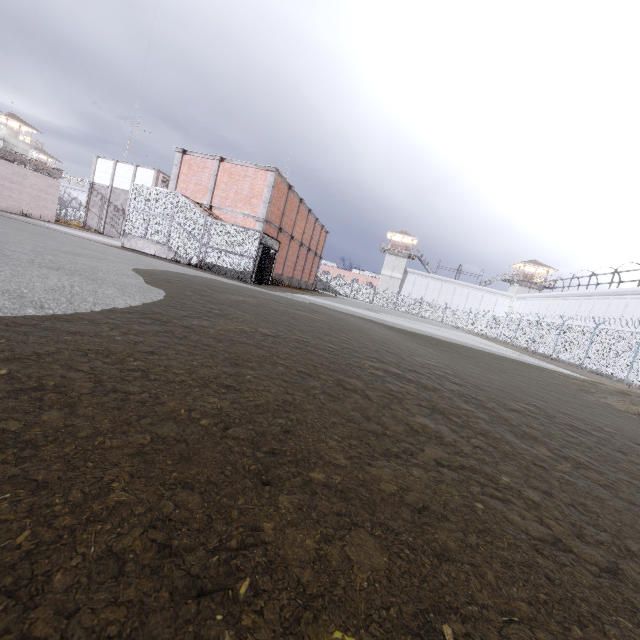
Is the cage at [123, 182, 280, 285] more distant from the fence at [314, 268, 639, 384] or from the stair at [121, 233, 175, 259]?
the fence at [314, 268, 639, 384]

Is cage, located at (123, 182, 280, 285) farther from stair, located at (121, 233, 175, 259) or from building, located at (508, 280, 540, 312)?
building, located at (508, 280, 540, 312)

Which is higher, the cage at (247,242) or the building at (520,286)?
the building at (520,286)

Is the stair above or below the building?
below

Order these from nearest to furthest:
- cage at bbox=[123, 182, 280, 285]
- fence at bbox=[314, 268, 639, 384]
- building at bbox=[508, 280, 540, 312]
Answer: cage at bbox=[123, 182, 280, 285] < fence at bbox=[314, 268, 639, 384] < building at bbox=[508, 280, 540, 312]

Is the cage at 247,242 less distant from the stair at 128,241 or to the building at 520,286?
the stair at 128,241

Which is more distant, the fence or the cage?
the fence

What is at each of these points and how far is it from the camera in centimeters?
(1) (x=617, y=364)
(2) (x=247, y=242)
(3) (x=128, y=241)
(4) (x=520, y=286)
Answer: (1) fence, 1850cm
(2) cage, 1750cm
(3) stair, 1898cm
(4) building, 5744cm
